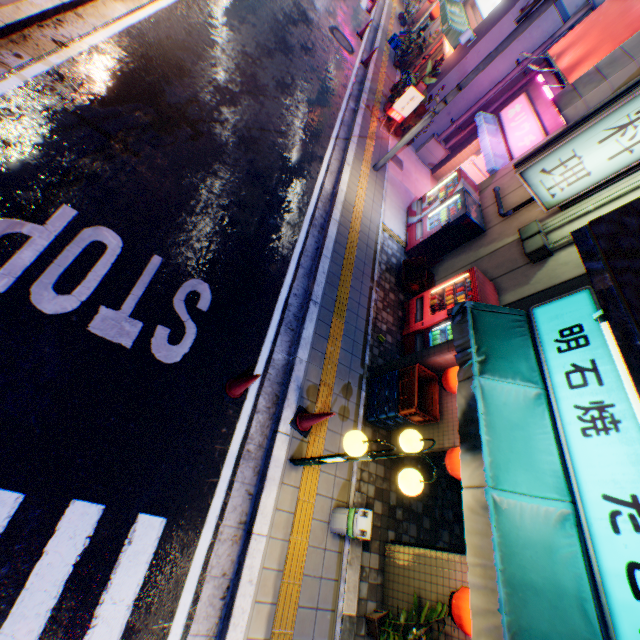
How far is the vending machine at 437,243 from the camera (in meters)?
8.85

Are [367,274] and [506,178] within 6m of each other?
yes

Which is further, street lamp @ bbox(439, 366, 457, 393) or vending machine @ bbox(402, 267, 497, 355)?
vending machine @ bbox(402, 267, 497, 355)

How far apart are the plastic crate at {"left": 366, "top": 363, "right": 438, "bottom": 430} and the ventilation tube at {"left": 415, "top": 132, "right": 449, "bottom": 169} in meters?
11.2

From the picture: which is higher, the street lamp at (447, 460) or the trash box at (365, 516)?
the street lamp at (447, 460)

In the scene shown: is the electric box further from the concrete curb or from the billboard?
the concrete curb

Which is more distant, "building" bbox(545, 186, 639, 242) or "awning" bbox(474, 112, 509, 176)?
"awning" bbox(474, 112, 509, 176)

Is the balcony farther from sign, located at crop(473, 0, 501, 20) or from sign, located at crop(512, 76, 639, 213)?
sign, located at crop(473, 0, 501, 20)
